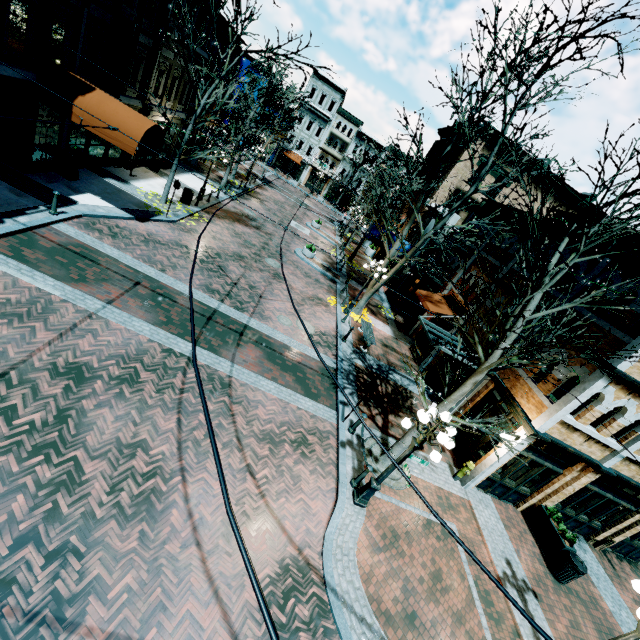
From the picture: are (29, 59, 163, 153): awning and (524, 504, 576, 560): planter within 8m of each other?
no

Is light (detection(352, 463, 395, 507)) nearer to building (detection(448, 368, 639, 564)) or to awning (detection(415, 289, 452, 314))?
building (detection(448, 368, 639, 564))

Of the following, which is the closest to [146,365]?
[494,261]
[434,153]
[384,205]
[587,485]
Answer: [587,485]

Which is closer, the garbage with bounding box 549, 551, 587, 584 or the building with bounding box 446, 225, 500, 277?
the garbage with bounding box 549, 551, 587, 584

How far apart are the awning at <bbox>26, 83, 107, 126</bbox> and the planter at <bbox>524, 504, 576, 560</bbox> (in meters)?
19.79

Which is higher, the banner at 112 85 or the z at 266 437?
the banner at 112 85

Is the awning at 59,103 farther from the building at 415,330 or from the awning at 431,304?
the awning at 431,304

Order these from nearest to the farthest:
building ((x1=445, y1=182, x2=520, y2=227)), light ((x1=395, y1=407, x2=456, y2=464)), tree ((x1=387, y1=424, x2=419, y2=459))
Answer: light ((x1=395, y1=407, x2=456, y2=464)), tree ((x1=387, y1=424, x2=419, y2=459)), building ((x1=445, y1=182, x2=520, y2=227))
